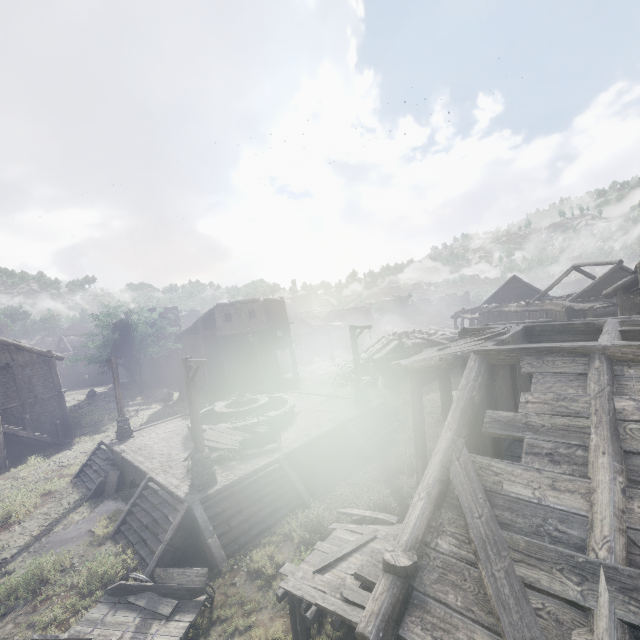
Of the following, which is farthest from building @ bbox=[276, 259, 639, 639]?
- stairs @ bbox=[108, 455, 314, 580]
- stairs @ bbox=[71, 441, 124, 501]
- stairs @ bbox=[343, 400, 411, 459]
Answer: stairs @ bbox=[71, 441, 124, 501]

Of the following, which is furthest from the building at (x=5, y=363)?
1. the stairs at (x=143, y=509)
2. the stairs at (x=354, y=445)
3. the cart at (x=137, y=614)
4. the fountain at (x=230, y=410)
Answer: the fountain at (x=230, y=410)

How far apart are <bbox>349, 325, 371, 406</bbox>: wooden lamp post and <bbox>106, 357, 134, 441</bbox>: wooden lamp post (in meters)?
13.06

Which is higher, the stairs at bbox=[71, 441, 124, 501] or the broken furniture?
the broken furniture

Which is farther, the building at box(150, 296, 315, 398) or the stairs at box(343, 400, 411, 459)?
the building at box(150, 296, 315, 398)

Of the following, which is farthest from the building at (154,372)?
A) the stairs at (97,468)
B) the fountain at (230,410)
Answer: the fountain at (230,410)

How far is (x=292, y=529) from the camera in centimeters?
1108cm

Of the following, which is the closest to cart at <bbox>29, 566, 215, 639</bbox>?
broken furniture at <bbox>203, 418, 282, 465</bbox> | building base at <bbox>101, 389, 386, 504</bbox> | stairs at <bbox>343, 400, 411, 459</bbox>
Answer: building base at <bbox>101, 389, 386, 504</bbox>
